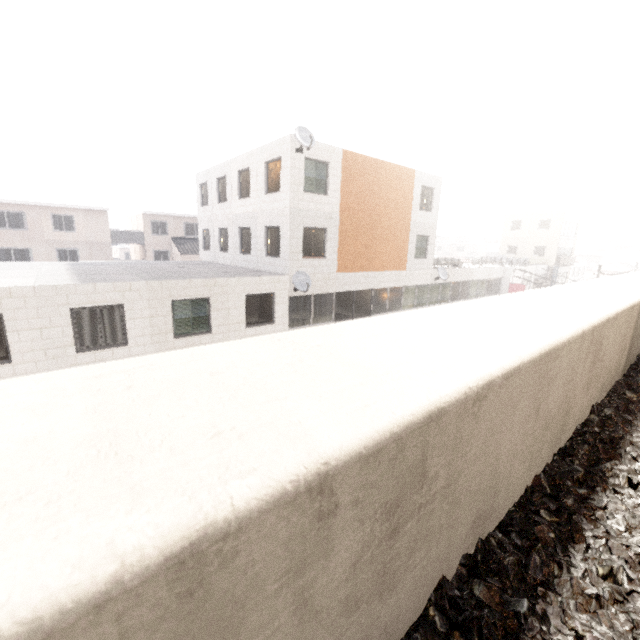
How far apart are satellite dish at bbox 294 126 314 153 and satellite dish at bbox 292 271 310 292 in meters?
5.2 m

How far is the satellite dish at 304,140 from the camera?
13.3 meters

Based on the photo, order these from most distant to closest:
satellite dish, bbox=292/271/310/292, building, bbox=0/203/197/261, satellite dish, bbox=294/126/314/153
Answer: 1. building, bbox=0/203/197/261
2. satellite dish, bbox=292/271/310/292
3. satellite dish, bbox=294/126/314/153

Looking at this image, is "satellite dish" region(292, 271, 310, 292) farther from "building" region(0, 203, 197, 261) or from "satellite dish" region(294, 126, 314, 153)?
"building" region(0, 203, 197, 261)

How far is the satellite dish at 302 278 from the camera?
14.7m

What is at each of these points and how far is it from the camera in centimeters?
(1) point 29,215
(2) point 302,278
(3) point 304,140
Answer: (1) building, 2753cm
(2) satellite dish, 1503cm
(3) satellite dish, 1352cm

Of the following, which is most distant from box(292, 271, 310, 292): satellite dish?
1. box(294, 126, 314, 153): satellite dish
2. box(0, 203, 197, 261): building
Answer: box(0, 203, 197, 261): building
